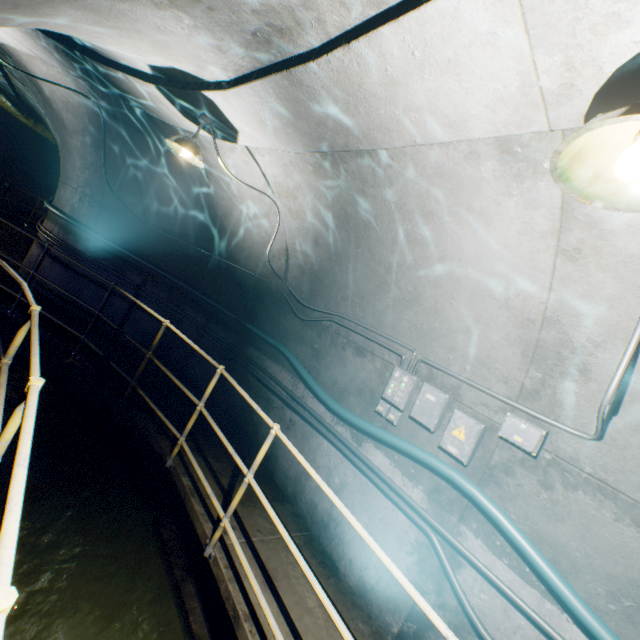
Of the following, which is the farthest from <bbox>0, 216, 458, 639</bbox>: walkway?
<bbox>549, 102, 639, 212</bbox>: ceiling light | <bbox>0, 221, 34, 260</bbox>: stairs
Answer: <bbox>0, 221, 34, 260</bbox>: stairs

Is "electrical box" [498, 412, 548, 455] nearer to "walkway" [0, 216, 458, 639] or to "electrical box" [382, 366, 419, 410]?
"electrical box" [382, 366, 419, 410]

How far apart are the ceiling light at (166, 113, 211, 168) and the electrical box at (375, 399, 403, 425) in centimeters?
325cm

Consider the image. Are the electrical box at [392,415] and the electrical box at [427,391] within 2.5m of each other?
yes

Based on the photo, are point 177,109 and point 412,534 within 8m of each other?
yes

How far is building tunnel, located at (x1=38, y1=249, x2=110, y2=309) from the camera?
6.59m

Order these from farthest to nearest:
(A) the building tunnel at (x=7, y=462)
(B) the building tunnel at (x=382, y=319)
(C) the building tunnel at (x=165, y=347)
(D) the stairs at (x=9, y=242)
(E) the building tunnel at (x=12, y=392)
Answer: (D) the stairs at (x=9, y=242) < (C) the building tunnel at (x=165, y=347) < (E) the building tunnel at (x=12, y=392) < (A) the building tunnel at (x=7, y=462) < (B) the building tunnel at (x=382, y=319)

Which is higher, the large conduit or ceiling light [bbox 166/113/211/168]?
the large conduit
